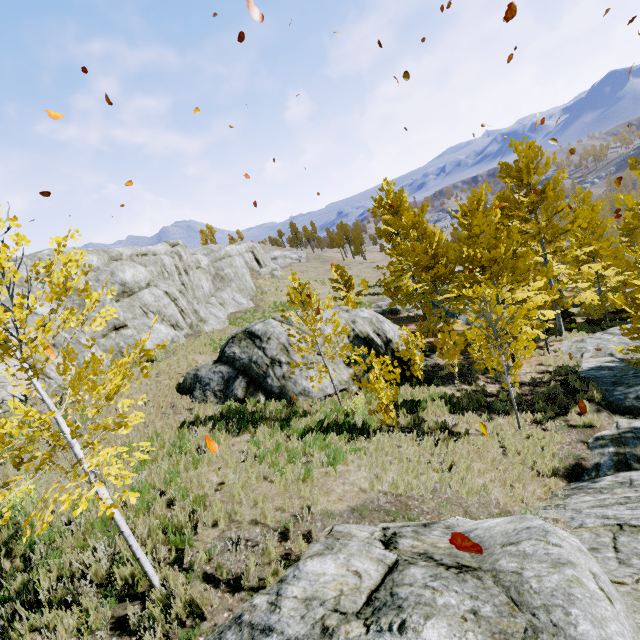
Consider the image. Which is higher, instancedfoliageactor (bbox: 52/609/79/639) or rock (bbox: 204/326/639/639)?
instancedfoliageactor (bbox: 52/609/79/639)

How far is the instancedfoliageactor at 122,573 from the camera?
4.8m

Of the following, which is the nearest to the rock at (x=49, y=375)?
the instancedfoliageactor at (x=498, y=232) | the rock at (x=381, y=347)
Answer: the instancedfoliageactor at (x=498, y=232)

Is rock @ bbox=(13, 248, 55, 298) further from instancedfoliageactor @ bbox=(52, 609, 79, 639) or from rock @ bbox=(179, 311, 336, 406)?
rock @ bbox=(179, 311, 336, 406)

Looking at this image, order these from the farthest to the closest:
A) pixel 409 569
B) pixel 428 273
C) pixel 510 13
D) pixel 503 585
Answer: pixel 428 273 < pixel 510 13 < pixel 409 569 < pixel 503 585

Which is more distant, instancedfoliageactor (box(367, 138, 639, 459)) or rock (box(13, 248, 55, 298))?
rock (box(13, 248, 55, 298))

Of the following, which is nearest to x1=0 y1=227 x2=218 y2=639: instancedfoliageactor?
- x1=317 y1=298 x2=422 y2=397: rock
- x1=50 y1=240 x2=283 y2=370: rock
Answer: x1=50 y1=240 x2=283 y2=370: rock
